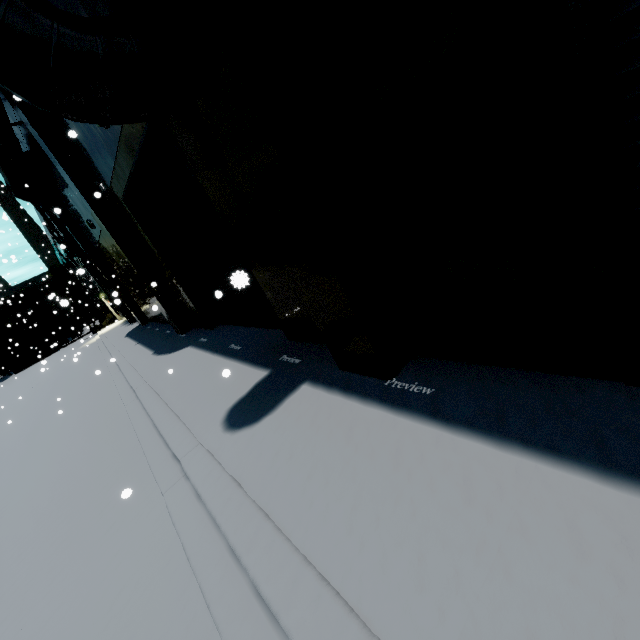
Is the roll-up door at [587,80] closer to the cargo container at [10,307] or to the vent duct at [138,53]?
the vent duct at [138,53]

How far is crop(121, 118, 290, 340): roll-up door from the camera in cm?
600

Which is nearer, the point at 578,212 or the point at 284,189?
the point at 578,212

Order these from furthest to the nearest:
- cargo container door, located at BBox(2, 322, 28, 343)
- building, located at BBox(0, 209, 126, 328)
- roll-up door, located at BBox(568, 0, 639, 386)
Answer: cargo container door, located at BBox(2, 322, 28, 343), building, located at BBox(0, 209, 126, 328), roll-up door, located at BBox(568, 0, 639, 386)

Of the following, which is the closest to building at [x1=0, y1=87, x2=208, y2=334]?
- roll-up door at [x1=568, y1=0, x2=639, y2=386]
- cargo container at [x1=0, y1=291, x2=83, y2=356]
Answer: roll-up door at [x1=568, y1=0, x2=639, y2=386]

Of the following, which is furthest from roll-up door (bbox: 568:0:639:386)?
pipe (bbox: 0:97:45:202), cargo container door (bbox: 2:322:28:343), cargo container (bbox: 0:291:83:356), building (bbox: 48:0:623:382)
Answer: cargo container (bbox: 0:291:83:356)

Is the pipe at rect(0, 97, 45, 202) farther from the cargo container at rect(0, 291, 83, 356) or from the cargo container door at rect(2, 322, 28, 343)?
the cargo container at rect(0, 291, 83, 356)

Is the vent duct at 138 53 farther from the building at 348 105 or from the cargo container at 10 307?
the cargo container at 10 307
